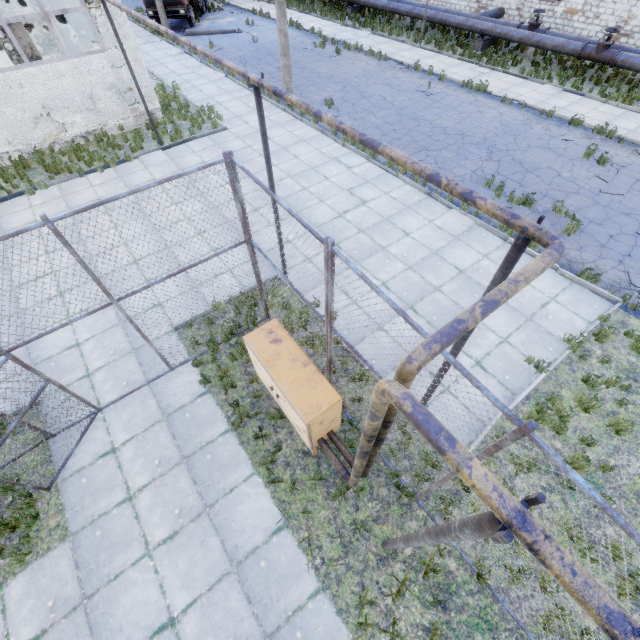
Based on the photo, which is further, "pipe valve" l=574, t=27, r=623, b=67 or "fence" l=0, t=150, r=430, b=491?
"pipe valve" l=574, t=27, r=623, b=67

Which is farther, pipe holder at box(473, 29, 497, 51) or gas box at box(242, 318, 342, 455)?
pipe holder at box(473, 29, 497, 51)

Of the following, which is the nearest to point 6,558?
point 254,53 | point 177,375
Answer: point 177,375

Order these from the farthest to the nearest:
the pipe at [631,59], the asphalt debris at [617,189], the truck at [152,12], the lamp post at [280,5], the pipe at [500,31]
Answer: the truck at [152,12] → the pipe at [500,31] → the pipe at [631,59] → the lamp post at [280,5] → the asphalt debris at [617,189]

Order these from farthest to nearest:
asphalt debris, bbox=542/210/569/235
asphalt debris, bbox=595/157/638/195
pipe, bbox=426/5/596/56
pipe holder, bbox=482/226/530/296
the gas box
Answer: pipe, bbox=426/5/596/56
asphalt debris, bbox=595/157/638/195
asphalt debris, bbox=542/210/569/235
the gas box
pipe holder, bbox=482/226/530/296

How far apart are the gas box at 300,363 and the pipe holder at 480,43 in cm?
2446

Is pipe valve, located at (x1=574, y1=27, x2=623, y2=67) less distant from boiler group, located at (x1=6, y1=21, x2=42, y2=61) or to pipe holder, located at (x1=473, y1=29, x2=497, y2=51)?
pipe holder, located at (x1=473, y1=29, x2=497, y2=51)

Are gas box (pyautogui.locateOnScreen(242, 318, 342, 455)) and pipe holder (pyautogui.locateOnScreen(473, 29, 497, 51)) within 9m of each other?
no
